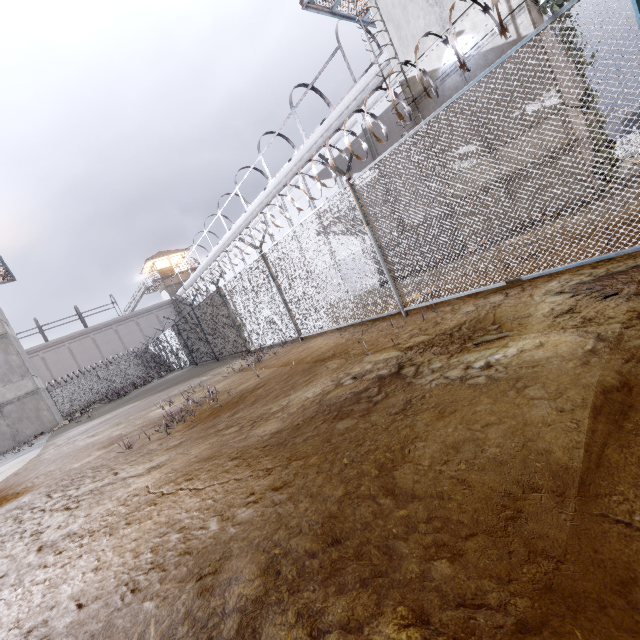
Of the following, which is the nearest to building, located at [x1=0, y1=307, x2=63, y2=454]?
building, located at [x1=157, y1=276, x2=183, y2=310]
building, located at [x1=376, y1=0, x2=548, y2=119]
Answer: building, located at [x1=157, y1=276, x2=183, y2=310]

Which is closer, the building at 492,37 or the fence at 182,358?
the fence at 182,358

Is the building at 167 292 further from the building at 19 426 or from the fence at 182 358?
the building at 19 426

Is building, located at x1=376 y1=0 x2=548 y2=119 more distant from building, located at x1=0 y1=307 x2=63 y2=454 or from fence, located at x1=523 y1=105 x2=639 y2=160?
building, located at x1=0 y1=307 x2=63 y2=454

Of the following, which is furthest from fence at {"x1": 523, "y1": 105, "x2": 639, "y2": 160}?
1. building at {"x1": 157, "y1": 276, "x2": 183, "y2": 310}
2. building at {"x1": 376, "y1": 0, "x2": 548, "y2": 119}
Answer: building at {"x1": 157, "y1": 276, "x2": 183, "y2": 310}

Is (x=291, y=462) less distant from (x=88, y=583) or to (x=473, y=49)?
(x=88, y=583)

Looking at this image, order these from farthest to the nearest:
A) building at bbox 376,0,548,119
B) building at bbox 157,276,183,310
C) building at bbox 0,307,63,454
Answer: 1. building at bbox 157,276,183,310
2. building at bbox 0,307,63,454
3. building at bbox 376,0,548,119

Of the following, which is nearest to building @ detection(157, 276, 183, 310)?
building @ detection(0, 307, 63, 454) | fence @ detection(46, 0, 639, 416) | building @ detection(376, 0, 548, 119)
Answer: fence @ detection(46, 0, 639, 416)
